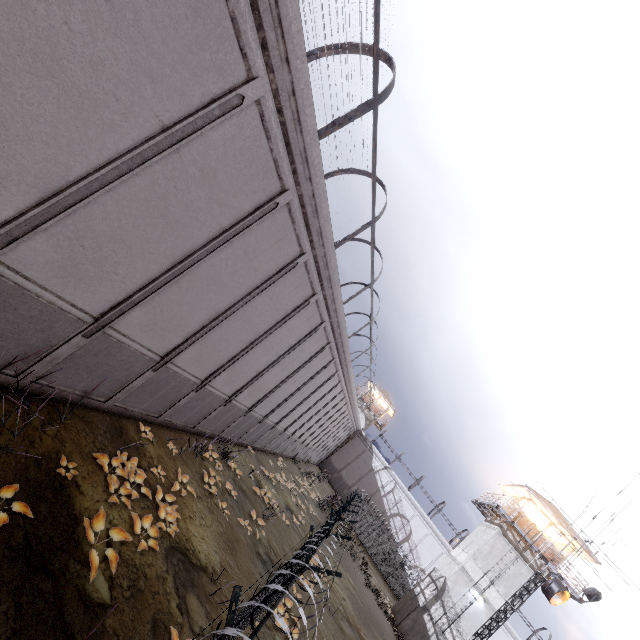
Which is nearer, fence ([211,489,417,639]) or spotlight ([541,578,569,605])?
fence ([211,489,417,639])

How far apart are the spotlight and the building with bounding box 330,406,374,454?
33.7m

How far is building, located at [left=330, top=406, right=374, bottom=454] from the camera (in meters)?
47.62

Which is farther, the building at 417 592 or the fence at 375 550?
the building at 417 592

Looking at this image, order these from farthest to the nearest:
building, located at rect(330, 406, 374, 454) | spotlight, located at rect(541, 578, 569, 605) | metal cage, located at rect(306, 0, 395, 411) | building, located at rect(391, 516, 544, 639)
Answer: building, located at rect(330, 406, 374, 454) < building, located at rect(391, 516, 544, 639) < spotlight, located at rect(541, 578, 569, 605) < metal cage, located at rect(306, 0, 395, 411)

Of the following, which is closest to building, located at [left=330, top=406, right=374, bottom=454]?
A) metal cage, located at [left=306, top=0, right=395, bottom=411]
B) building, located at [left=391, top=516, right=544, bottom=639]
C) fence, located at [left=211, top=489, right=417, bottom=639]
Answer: fence, located at [left=211, top=489, right=417, bottom=639]

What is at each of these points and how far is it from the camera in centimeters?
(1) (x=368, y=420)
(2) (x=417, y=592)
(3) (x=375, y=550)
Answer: (1) building, 4847cm
(2) building, 2598cm
(3) fence, 3519cm

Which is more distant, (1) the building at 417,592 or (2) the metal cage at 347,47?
(1) the building at 417,592
